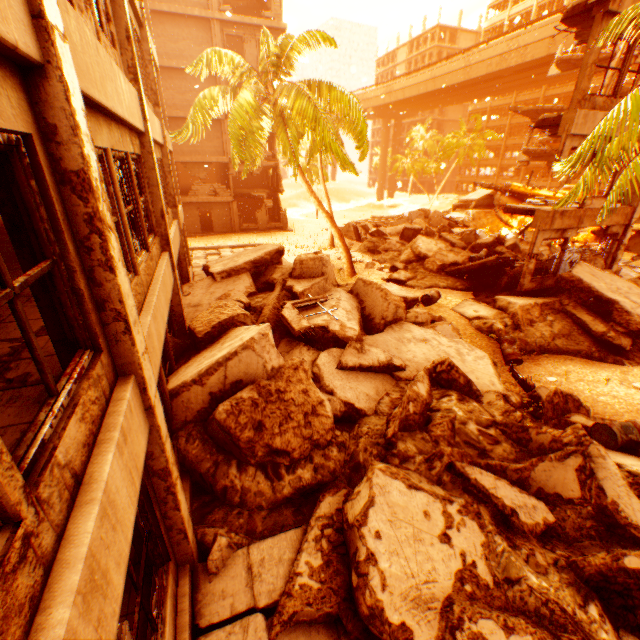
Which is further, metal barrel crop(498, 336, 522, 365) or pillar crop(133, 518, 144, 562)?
metal barrel crop(498, 336, 522, 365)

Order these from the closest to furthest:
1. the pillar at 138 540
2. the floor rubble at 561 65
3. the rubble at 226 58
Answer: the pillar at 138 540, the rubble at 226 58, the floor rubble at 561 65

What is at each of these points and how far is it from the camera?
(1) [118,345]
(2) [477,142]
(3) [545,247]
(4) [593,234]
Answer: (1) pillar, 2.87m
(2) rubble, 44.09m
(3) rock pile, 18.33m
(4) rock pile, 20.56m

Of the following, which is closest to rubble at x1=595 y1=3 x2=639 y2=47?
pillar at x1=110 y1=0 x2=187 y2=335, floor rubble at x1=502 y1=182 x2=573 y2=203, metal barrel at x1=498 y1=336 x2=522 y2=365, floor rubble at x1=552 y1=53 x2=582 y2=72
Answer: metal barrel at x1=498 y1=336 x2=522 y2=365

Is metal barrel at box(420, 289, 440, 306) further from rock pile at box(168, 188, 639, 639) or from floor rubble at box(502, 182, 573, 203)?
floor rubble at box(502, 182, 573, 203)

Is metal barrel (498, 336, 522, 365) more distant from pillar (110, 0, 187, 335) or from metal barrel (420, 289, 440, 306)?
pillar (110, 0, 187, 335)

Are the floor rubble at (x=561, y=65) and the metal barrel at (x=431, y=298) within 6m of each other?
no

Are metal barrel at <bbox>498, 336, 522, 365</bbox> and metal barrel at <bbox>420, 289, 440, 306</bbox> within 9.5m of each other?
yes
